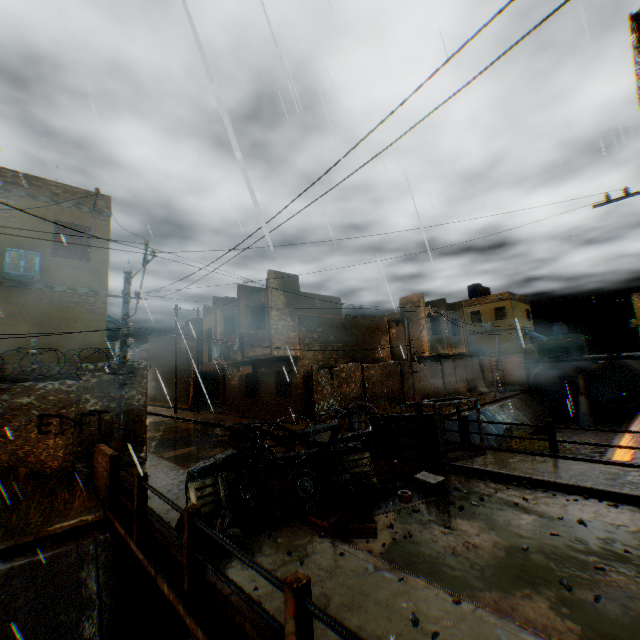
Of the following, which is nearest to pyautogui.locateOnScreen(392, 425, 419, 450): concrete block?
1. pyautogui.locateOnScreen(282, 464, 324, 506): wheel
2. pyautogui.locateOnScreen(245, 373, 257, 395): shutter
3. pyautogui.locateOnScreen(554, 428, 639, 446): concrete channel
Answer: pyautogui.locateOnScreen(282, 464, 324, 506): wheel

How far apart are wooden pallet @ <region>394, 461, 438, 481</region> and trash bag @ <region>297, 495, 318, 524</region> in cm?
161

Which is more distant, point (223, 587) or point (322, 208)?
point (223, 587)

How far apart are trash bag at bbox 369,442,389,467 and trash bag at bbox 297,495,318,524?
0.9 meters

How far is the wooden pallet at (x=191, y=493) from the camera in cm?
556

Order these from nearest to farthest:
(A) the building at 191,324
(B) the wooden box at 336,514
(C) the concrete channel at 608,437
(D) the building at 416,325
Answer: (A) the building at 191,324 → (B) the wooden box at 336,514 → (C) the concrete channel at 608,437 → (D) the building at 416,325

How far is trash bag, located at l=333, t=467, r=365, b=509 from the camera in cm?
660

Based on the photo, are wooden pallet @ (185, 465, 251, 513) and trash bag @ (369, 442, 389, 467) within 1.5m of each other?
no
